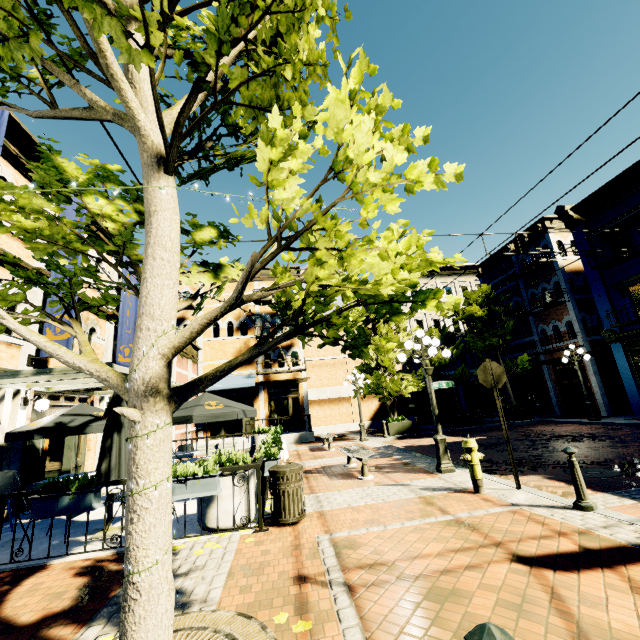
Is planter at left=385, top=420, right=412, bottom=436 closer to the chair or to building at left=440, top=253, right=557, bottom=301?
building at left=440, top=253, right=557, bottom=301

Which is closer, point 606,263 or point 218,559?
point 218,559

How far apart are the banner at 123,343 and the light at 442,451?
10.0m

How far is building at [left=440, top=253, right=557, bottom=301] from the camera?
20.7m

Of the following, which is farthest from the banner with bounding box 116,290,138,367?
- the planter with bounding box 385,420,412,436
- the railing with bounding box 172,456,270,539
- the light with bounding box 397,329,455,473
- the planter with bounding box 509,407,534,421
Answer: the planter with bounding box 509,407,534,421

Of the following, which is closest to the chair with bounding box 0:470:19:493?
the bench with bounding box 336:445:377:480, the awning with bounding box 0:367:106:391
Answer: the awning with bounding box 0:367:106:391

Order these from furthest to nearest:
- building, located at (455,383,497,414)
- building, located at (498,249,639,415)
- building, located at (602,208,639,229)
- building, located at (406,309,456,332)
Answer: building, located at (406,309,456,332) → building, located at (455,383,497,414) → building, located at (498,249,639,415) → building, located at (602,208,639,229)

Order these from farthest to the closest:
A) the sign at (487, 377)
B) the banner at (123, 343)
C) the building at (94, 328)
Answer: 1. the banner at (123, 343)
2. the building at (94, 328)
3. the sign at (487, 377)
